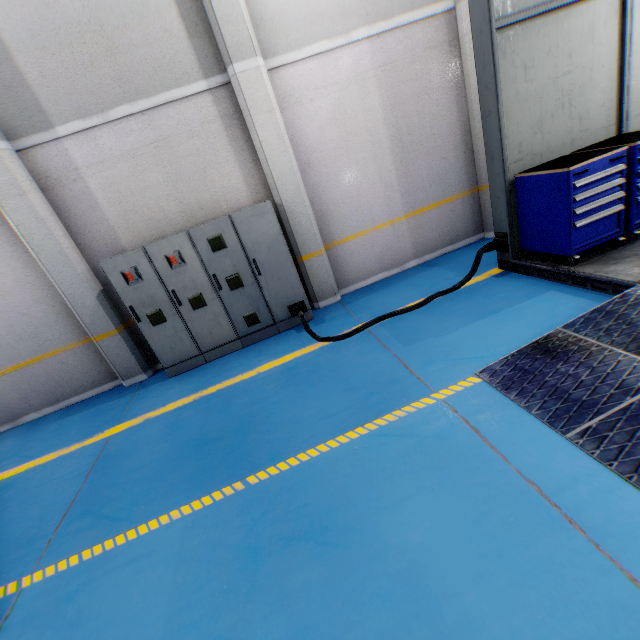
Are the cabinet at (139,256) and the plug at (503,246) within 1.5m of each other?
no

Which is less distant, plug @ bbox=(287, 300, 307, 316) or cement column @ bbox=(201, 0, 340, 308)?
cement column @ bbox=(201, 0, 340, 308)

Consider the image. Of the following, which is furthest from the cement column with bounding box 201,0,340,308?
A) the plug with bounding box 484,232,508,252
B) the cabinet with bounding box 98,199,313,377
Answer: the plug with bounding box 484,232,508,252

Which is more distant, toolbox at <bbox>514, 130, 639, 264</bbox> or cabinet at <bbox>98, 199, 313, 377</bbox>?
cabinet at <bbox>98, 199, 313, 377</bbox>

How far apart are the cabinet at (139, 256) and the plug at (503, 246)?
3.0m

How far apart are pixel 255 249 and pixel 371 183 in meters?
2.6

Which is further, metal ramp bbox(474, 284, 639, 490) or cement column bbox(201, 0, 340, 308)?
cement column bbox(201, 0, 340, 308)

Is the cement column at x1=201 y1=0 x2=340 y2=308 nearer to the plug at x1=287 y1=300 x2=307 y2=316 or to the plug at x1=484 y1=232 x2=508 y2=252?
the plug at x1=287 y1=300 x2=307 y2=316
